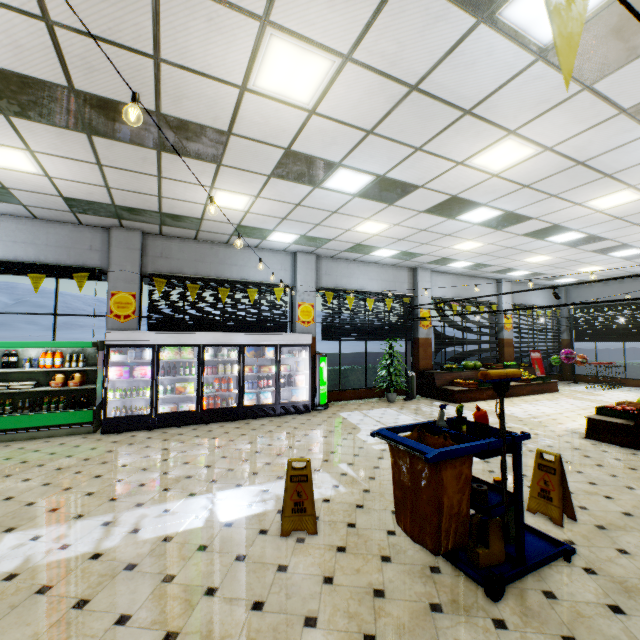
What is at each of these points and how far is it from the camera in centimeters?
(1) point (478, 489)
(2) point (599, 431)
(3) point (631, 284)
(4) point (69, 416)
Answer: (1) toilet paper, 281cm
(2) wooden stand, 668cm
(3) building, 1480cm
(4) refrigerated case, 693cm

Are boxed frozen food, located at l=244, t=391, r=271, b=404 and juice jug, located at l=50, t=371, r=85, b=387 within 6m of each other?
yes

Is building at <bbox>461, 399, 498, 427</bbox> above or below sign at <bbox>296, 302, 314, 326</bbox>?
below

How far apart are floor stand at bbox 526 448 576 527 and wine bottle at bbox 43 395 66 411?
8.95m

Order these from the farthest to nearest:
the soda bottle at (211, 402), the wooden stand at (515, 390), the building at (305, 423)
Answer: the wooden stand at (515, 390), the soda bottle at (211, 402), the building at (305, 423)

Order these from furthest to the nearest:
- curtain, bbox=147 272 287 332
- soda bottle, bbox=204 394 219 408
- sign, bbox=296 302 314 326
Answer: sign, bbox=296 302 314 326 < curtain, bbox=147 272 287 332 < soda bottle, bbox=204 394 219 408

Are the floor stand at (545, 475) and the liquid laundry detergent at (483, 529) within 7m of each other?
yes

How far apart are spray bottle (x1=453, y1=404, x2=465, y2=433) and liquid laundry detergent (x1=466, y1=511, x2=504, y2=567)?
0.6m
